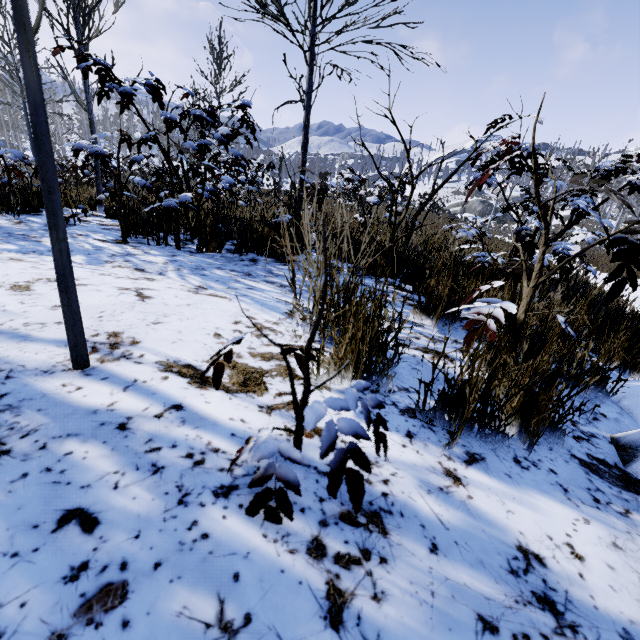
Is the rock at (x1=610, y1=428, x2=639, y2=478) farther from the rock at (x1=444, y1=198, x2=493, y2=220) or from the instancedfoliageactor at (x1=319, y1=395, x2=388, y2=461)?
the rock at (x1=444, y1=198, x2=493, y2=220)

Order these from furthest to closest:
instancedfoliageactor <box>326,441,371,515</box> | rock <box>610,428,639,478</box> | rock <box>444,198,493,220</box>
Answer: rock <box>444,198,493,220</box> → rock <box>610,428,639,478</box> → instancedfoliageactor <box>326,441,371,515</box>

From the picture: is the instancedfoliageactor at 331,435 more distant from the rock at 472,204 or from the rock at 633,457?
the rock at 472,204

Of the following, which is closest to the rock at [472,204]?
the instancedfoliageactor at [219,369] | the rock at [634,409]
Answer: the rock at [634,409]

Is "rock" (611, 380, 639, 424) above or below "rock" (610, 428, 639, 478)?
below

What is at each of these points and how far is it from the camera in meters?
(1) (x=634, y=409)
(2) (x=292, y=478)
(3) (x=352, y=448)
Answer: (1) rock, 1.8 m
(2) instancedfoliageactor, 0.6 m
(3) instancedfoliageactor, 0.6 m

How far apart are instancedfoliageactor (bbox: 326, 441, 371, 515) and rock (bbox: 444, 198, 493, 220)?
55.70m
